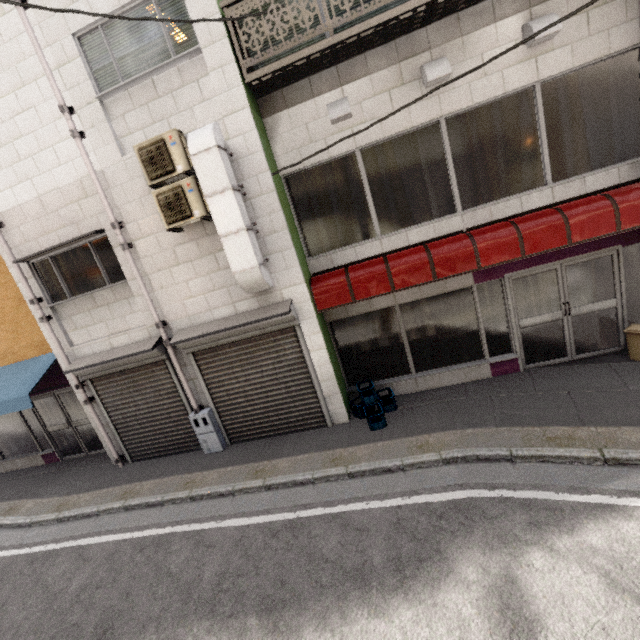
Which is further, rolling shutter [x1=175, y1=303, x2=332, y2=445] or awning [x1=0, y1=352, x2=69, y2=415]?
awning [x1=0, y1=352, x2=69, y2=415]

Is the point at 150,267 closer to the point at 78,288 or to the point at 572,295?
the point at 78,288

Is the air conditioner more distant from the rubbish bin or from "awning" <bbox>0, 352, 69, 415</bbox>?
the rubbish bin

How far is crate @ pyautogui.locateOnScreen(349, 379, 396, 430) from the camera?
6.0 meters

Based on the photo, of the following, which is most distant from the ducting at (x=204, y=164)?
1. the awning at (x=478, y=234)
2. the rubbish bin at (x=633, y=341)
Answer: the rubbish bin at (x=633, y=341)

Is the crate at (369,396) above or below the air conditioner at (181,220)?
below

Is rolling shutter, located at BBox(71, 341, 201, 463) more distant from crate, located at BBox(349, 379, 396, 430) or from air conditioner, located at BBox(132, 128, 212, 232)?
crate, located at BBox(349, 379, 396, 430)

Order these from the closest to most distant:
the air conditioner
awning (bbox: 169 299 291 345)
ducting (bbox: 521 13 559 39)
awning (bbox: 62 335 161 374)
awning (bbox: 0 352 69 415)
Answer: ducting (bbox: 521 13 559 39)
the air conditioner
awning (bbox: 169 299 291 345)
awning (bbox: 62 335 161 374)
awning (bbox: 0 352 69 415)
